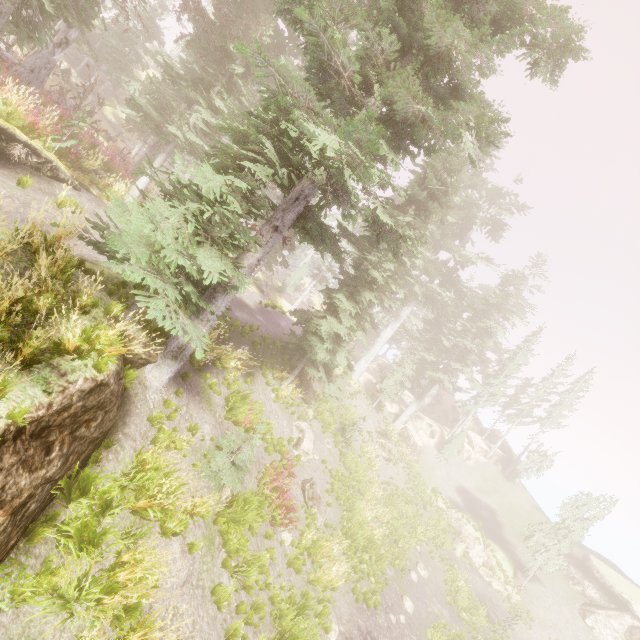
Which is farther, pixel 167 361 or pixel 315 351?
pixel 315 351

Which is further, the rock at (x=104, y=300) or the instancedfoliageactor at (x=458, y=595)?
the instancedfoliageactor at (x=458, y=595)

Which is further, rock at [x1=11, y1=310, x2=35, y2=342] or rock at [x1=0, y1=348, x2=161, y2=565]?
rock at [x1=11, y1=310, x2=35, y2=342]

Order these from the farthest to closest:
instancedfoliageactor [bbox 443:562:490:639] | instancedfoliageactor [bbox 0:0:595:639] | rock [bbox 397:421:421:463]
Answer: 1. rock [bbox 397:421:421:463]
2. instancedfoliageactor [bbox 443:562:490:639]
3. instancedfoliageactor [bbox 0:0:595:639]

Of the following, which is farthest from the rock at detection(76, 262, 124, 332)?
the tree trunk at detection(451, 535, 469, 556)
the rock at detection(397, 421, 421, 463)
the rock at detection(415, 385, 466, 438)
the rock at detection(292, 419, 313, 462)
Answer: the rock at detection(415, 385, 466, 438)

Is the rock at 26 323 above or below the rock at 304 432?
above

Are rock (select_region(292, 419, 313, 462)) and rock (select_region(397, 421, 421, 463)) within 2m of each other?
no

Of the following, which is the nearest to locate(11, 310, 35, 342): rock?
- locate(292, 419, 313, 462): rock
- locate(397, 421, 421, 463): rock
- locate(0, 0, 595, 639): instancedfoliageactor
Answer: locate(0, 0, 595, 639): instancedfoliageactor
